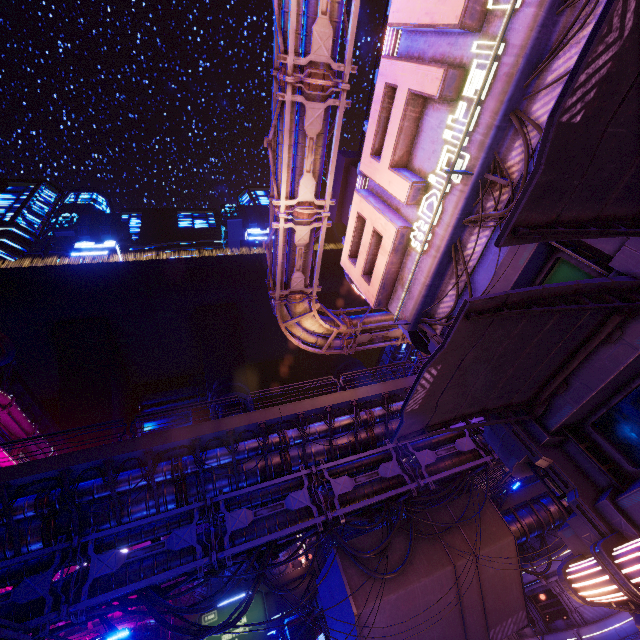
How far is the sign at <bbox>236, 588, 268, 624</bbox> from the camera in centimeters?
3688cm

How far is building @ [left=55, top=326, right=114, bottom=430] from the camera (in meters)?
57.34

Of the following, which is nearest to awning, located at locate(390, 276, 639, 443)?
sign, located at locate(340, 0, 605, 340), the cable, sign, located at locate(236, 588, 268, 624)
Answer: sign, located at locate(340, 0, 605, 340)

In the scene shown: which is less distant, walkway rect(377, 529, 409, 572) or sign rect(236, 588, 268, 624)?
walkway rect(377, 529, 409, 572)

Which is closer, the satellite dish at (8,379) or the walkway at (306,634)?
the walkway at (306,634)

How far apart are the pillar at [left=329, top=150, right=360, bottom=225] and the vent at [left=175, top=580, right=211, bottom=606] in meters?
46.8

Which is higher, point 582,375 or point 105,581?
point 105,581

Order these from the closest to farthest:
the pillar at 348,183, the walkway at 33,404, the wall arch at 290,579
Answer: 1. the pillar at 348,183
2. the wall arch at 290,579
3. the walkway at 33,404
